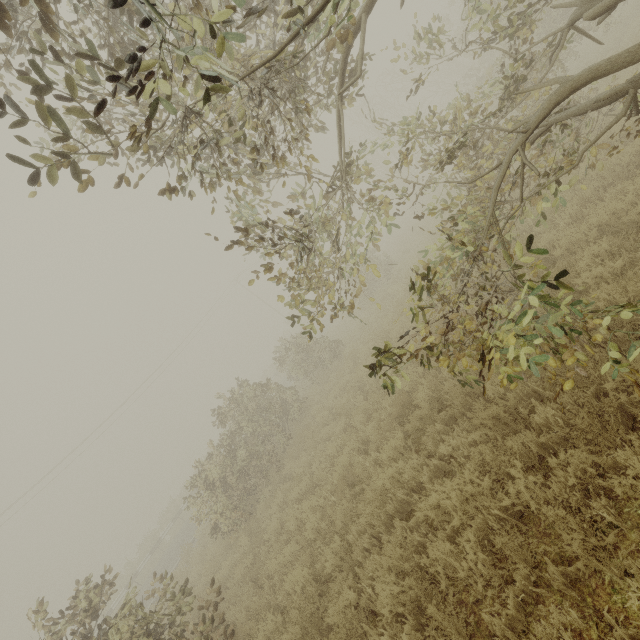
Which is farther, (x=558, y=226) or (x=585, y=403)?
(x=558, y=226)
